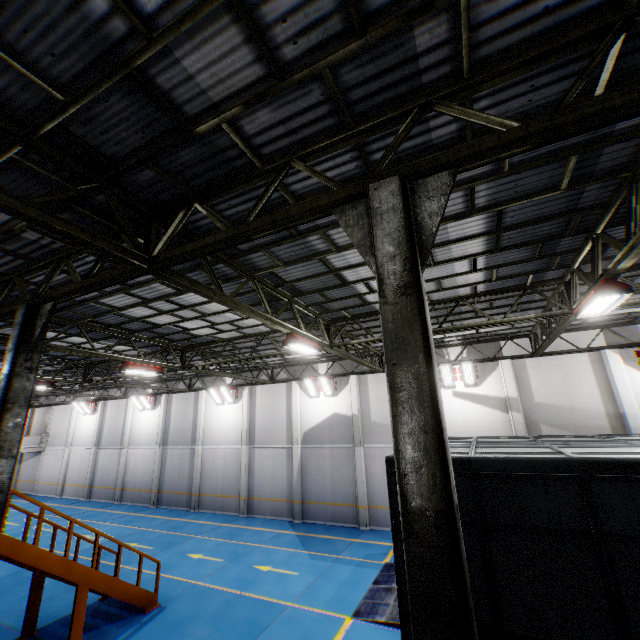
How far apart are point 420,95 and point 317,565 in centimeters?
1535cm

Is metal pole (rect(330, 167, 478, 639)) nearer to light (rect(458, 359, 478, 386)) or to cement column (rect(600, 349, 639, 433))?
light (rect(458, 359, 478, 386))

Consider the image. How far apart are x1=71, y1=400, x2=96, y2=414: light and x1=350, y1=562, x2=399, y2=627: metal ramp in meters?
28.1 m

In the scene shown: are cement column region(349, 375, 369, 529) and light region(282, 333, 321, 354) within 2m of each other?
no

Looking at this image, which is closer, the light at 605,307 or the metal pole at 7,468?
the metal pole at 7,468

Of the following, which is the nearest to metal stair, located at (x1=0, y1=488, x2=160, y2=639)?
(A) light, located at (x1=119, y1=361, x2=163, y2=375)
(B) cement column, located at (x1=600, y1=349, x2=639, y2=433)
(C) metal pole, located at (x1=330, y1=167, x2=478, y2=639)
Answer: (A) light, located at (x1=119, y1=361, x2=163, y2=375)

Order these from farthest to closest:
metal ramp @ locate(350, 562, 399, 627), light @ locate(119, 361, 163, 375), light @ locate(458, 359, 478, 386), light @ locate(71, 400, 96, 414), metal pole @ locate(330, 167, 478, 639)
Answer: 1. light @ locate(71, 400, 96, 414)
2. light @ locate(458, 359, 478, 386)
3. light @ locate(119, 361, 163, 375)
4. metal ramp @ locate(350, 562, 399, 627)
5. metal pole @ locate(330, 167, 478, 639)

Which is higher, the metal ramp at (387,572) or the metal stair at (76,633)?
the metal stair at (76,633)
